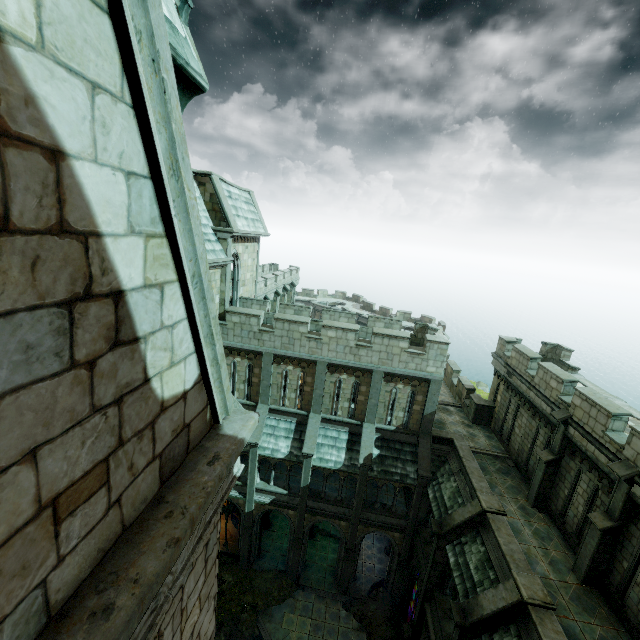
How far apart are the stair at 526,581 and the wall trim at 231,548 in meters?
16.5 m

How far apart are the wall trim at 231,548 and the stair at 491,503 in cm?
1543

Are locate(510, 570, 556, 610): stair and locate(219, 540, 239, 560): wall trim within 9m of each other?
no

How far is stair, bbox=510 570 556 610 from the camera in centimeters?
981cm

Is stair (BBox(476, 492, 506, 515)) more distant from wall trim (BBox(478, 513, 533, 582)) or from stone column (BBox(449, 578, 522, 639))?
stone column (BBox(449, 578, 522, 639))

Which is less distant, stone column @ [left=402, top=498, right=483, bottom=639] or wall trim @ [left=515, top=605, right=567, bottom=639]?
wall trim @ [left=515, top=605, right=567, bottom=639]

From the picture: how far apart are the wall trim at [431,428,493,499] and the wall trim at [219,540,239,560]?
13.95m

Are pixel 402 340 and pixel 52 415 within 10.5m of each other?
no
